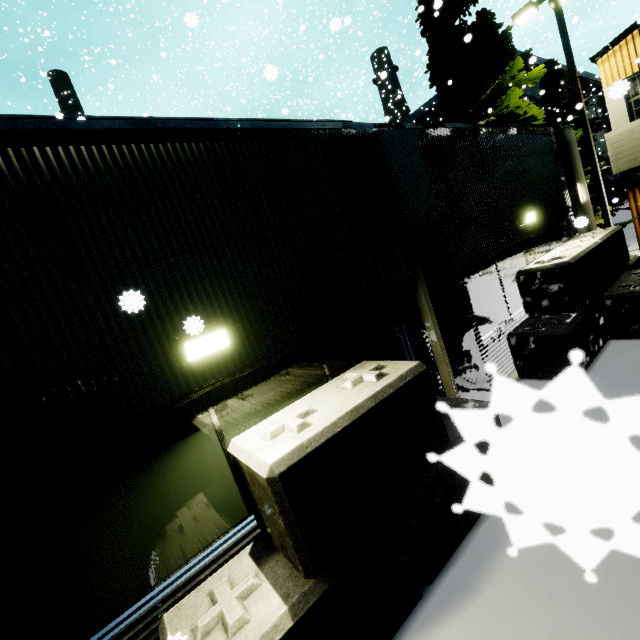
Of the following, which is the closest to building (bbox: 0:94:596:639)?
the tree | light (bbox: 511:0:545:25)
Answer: the tree

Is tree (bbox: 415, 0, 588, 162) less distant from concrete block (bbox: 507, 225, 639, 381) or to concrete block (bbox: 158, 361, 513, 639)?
concrete block (bbox: 507, 225, 639, 381)

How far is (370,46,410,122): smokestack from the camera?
29.09m

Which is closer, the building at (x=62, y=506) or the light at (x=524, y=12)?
the building at (x=62, y=506)

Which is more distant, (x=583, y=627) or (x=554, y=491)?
(x=583, y=627)

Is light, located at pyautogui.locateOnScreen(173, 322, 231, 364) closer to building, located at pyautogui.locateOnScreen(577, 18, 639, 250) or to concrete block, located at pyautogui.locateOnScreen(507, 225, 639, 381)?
building, located at pyautogui.locateOnScreen(577, 18, 639, 250)

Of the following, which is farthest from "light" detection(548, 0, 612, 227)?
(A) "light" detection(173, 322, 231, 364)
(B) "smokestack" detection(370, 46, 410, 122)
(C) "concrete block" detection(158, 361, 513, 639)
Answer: (A) "light" detection(173, 322, 231, 364)

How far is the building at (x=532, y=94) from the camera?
29.12m
